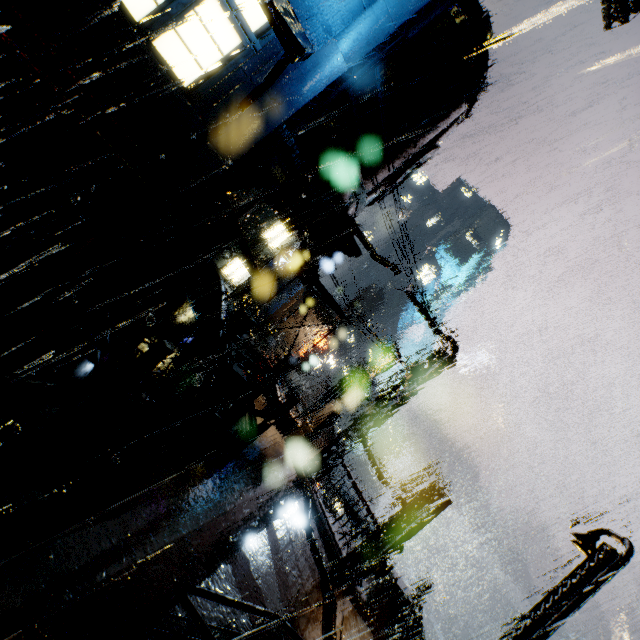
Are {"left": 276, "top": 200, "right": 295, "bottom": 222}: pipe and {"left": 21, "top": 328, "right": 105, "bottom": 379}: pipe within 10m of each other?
yes

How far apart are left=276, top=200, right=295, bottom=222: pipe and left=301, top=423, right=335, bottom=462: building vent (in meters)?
22.05

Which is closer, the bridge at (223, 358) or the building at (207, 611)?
the building at (207, 611)

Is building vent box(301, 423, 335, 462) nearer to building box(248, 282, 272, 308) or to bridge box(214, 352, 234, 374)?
building box(248, 282, 272, 308)

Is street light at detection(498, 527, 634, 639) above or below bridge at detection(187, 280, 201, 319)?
above

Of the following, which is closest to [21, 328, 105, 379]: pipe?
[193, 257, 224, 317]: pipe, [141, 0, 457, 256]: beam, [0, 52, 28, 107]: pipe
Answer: [141, 0, 457, 256]: beam

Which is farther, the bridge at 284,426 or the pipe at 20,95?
the bridge at 284,426

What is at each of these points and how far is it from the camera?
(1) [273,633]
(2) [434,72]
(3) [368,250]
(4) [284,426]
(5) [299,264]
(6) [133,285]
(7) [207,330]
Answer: (1) building, 7.5m
(2) building vent, 11.4m
(3) building, 13.5m
(4) bridge, 18.2m
(5) scaffolding, 9.9m
(6) building, 9.8m
(7) pipe, 13.1m
